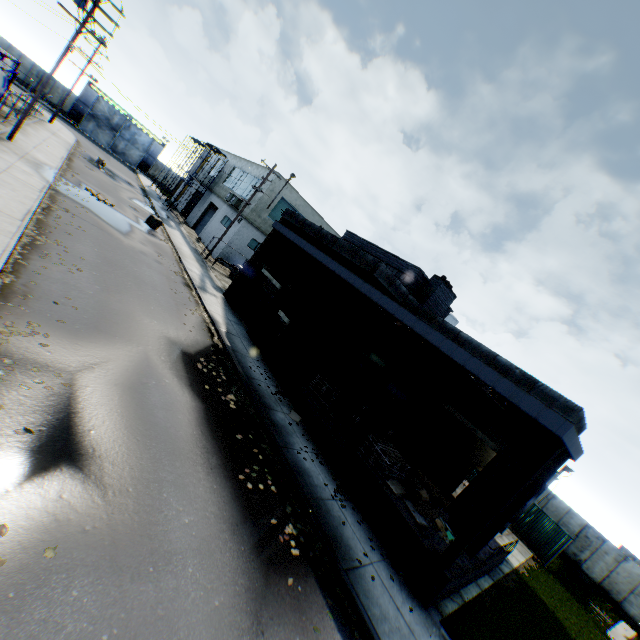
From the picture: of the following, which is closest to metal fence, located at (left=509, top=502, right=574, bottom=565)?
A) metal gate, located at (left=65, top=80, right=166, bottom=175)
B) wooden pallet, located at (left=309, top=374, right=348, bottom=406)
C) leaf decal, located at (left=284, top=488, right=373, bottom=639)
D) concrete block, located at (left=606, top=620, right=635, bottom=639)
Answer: concrete block, located at (left=606, top=620, right=635, bottom=639)

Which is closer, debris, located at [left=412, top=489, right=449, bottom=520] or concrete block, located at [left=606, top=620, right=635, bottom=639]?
debris, located at [left=412, top=489, right=449, bottom=520]

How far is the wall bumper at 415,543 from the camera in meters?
8.8

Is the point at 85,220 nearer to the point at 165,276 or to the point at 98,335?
the point at 165,276

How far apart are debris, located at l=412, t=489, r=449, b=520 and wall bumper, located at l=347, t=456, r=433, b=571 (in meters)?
1.31

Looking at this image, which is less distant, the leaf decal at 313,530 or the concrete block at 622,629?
the leaf decal at 313,530

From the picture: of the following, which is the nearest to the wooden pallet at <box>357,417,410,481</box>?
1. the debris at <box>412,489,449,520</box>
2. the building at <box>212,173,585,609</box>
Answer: the building at <box>212,173,585,609</box>

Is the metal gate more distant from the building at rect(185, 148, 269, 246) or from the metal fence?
the metal fence
